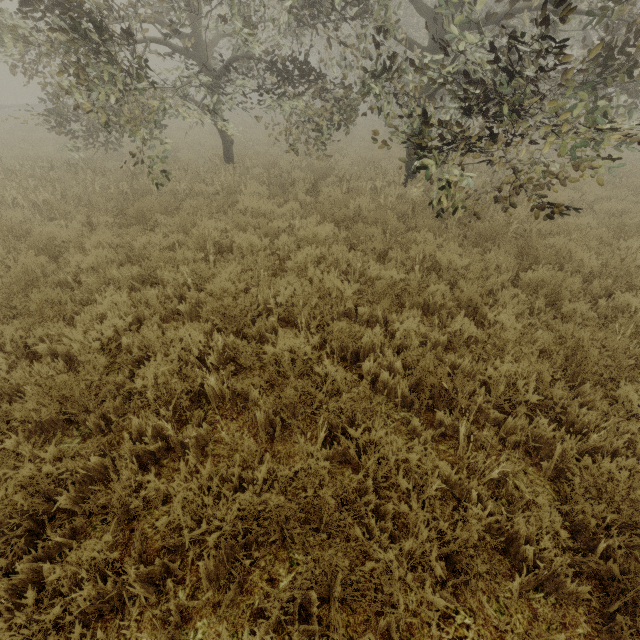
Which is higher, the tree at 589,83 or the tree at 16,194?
the tree at 589,83

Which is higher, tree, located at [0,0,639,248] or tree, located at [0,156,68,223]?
tree, located at [0,0,639,248]

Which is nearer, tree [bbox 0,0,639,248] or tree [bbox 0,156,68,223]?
tree [bbox 0,0,639,248]

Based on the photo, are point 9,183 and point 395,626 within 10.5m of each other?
no

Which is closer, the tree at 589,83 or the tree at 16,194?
the tree at 589,83
